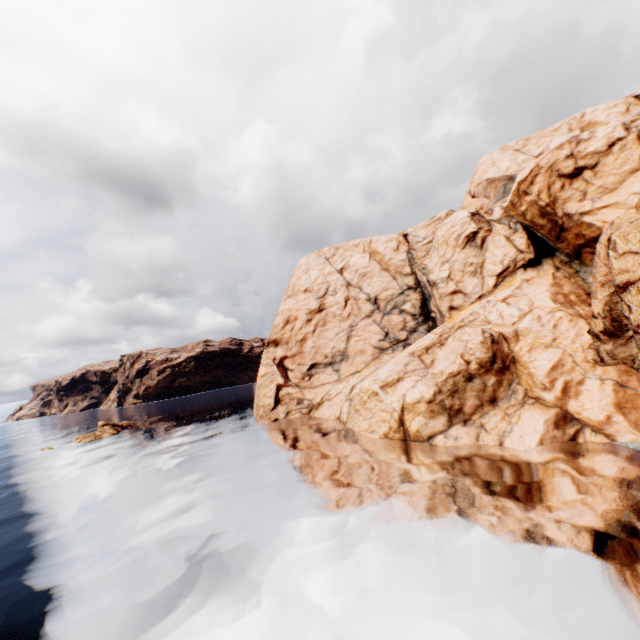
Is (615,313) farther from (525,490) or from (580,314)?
(525,490)

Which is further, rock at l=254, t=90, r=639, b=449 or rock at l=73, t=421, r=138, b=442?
rock at l=73, t=421, r=138, b=442

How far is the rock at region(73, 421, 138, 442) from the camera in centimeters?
4981cm

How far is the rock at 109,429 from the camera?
49.81m

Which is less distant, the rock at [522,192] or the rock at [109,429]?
the rock at [522,192]
